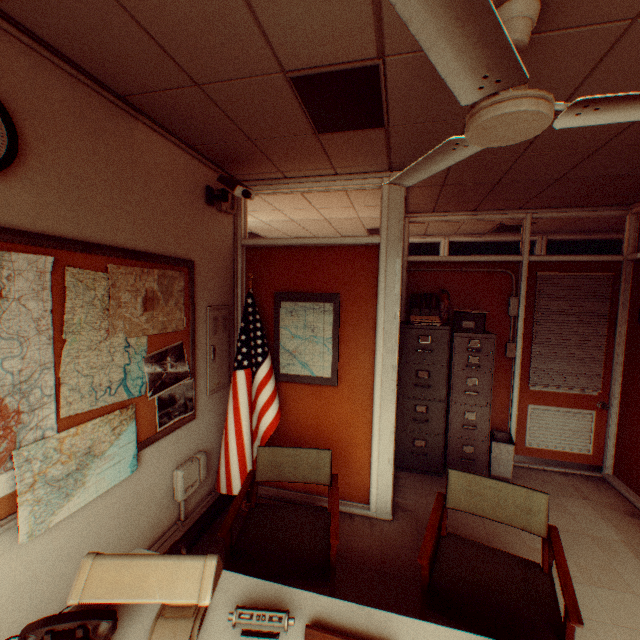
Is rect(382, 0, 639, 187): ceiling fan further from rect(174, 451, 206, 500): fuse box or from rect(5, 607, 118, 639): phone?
rect(174, 451, 206, 500): fuse box

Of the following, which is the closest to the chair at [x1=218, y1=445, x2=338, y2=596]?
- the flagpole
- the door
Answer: the flagpole

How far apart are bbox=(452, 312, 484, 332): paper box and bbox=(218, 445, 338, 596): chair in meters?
2.5

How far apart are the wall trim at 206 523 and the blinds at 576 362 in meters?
4.1 m

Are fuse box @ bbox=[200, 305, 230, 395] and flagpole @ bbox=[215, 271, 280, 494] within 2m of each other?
yes

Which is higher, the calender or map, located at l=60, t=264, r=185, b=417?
map, located at l=60, t=264, r=185, b=417

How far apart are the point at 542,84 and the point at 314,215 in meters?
3.4 m

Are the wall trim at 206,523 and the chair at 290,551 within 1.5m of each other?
yes
